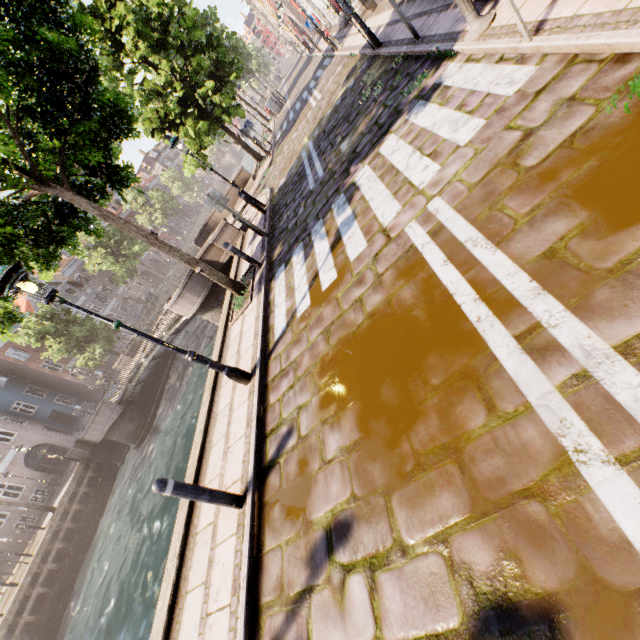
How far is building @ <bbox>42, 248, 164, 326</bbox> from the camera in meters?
40.6 m

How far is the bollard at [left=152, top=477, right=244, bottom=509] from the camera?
3.6 meters

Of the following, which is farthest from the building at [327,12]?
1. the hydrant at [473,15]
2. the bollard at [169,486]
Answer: the bollard at [169,486]

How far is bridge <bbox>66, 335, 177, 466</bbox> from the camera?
18.8 meters

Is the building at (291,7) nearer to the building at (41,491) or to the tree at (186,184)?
the tree at (186,184)

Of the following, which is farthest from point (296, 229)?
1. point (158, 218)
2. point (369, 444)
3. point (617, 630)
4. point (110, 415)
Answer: point (158, 218)

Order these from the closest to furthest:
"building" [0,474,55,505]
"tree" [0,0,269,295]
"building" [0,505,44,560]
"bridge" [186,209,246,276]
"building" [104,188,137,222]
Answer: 1. "tree" [0,0,269,295]
2. "bridge" [186,209,246,276]
3. "building" [0,505,44,560]
4. "building" [0,474,55,505]
5. "building" [104,188,137,222]
